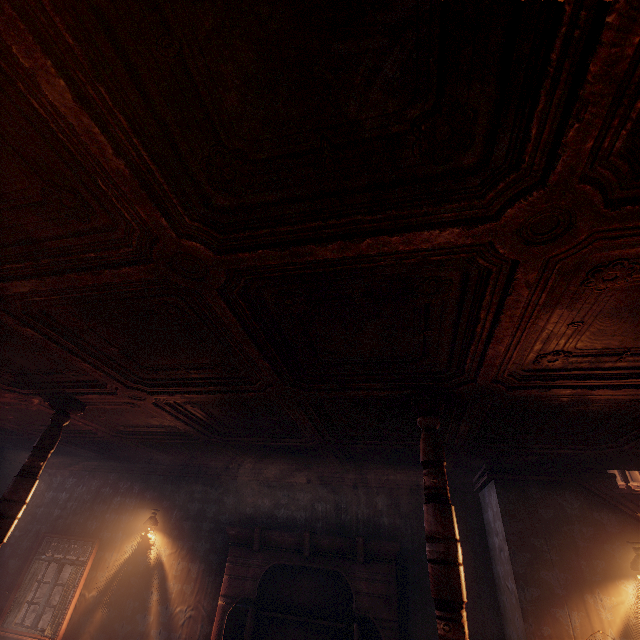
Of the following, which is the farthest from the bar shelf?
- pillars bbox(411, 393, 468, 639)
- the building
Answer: pillars bbox(411, 393, 468, 639)

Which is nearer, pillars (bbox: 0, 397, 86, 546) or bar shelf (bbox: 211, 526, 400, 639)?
pillars (bbox: 0, 397, 86, 546)

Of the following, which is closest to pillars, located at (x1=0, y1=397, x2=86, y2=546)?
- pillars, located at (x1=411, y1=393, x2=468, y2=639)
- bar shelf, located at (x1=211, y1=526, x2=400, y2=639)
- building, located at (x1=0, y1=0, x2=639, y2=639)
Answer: building, located at (x1=0, y1=0, x2=639, y2=639)

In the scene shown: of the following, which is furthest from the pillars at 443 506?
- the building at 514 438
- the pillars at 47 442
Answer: the pillars at 47 442

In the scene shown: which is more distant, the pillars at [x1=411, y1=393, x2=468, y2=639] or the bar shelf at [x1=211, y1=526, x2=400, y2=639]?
the bar shelf at [x1=211, y1=526, x2=400, y2=639]

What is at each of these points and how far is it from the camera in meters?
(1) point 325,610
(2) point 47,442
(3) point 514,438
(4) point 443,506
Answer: (1) bar shelf, 5.4 m
(2) pillars, 3.9 m
(3) building, 3.9 m
(4) pillars, 2.6 m

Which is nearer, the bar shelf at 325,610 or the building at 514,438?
the building at 514,438
